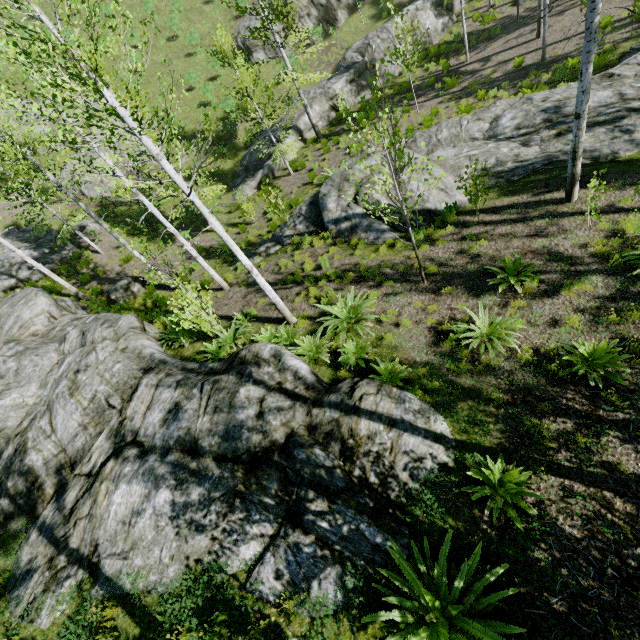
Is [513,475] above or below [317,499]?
below

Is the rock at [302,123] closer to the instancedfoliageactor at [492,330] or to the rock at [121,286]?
the rock at [121,286]

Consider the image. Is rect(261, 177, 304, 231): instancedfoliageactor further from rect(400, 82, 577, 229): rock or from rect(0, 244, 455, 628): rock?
rect(400, 82, 577, 229): rock

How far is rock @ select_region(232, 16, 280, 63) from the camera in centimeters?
2617cm

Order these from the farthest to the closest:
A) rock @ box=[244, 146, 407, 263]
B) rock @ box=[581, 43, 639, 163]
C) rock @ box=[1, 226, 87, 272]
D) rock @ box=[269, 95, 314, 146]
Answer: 1. rock @ box=[269, 95, 314, 146]
2. rock @ box=[1, 226, 87, 272]
3. rock @ box=[244, 146, 407, 263]
4. rock @ box=[581, 43, 639, 163]

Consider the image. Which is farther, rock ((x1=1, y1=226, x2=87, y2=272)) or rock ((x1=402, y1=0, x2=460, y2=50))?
rock ((x1=402, y1=0, x2=460, y2=50))

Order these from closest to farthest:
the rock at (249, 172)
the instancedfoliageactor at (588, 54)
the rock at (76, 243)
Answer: the instancedfoliageactor at (588, 54) → the rock at (76, 243) → the rock at (249, 172)

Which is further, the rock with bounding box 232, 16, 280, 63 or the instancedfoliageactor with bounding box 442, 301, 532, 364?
the rock with bounding box 232, 16, 280, 63
